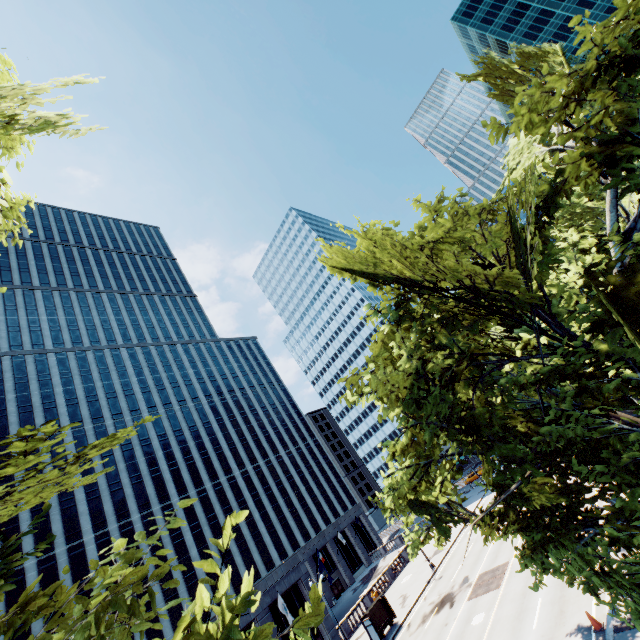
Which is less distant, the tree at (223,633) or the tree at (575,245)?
the tree at (223,633)

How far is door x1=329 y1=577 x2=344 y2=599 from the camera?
56.62m

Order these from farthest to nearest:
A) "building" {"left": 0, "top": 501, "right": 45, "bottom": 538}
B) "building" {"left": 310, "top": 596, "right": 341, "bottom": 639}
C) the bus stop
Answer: "building" {"left": 0, "top": 501, "right": 45, "bottom": 538}, "building" {"left": 310, "top": 596, "right": 341, "bottom": 639}, the bus stop

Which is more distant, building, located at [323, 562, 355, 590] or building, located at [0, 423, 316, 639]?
building, located at [323, 562, 355, 590]

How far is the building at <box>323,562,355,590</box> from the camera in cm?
5874

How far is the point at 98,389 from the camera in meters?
59.9

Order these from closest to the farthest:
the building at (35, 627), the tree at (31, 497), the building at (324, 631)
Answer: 1. the tree at (31, 497)
2. the building at (324, 631)
3. the building at (35, 627)

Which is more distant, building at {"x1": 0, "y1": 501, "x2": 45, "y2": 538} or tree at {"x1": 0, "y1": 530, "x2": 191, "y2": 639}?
building at {"x1": 0, "y1": 501, "x2": 45, "y2": 538}
